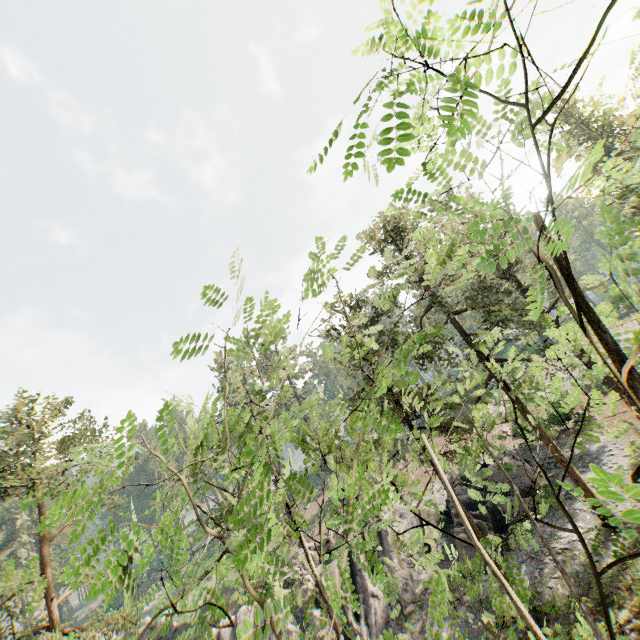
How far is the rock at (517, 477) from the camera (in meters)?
24.42

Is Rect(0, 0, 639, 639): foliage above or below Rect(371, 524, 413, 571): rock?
above

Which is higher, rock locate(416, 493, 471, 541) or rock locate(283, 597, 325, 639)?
rock locate(283, 597, 325, 639)

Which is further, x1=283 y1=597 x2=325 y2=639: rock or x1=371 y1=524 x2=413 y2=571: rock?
x1=371 y1=524 x2=413 y2=571: rock

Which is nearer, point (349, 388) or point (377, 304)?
point (377, 304)

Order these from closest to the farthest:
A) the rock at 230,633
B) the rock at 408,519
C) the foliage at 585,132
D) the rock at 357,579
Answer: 1. the foliage at 585,132
2. the rock at 357,579
3. the rock at 230,633
4. the rock at 408,519

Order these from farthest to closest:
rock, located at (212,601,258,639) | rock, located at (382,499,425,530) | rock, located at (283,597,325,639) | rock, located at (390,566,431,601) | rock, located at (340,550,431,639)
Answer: rock, located at (382,499,425,530)
rock, located at (212,601,258,639)
rock, located at (283,597,325,639)
rock, located at (390,566,431,601)
rock, located at (340,550,431,639)
